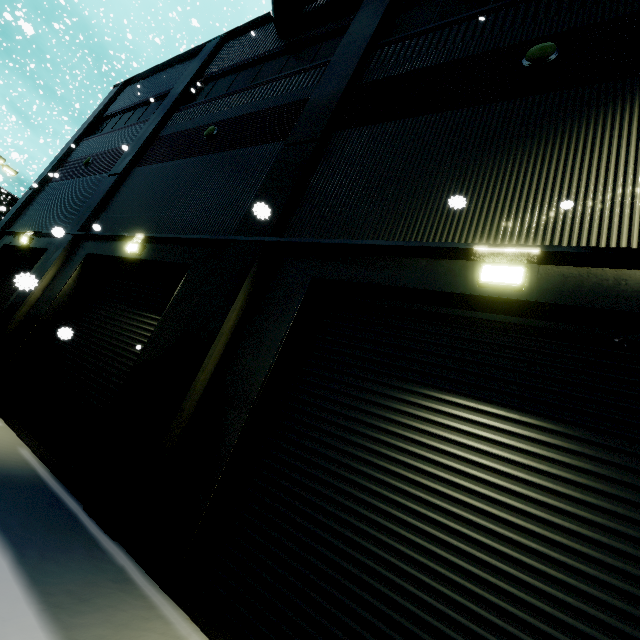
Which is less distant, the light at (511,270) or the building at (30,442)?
the light at (511,270)

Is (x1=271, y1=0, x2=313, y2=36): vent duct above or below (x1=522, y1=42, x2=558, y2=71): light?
above

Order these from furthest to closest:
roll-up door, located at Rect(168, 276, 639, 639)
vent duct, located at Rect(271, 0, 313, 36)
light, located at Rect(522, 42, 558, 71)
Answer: vent duct, located at Rect(271, 0, 313, 36) → light, located at Rect(522, 42, 558, 71) → roll-up door, located at Rect(168, 276, 639, 639)

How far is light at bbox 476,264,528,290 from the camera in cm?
354

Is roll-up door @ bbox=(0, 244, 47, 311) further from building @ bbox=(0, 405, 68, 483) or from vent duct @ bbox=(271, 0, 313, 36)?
vent duct @ bbox=(271, 0, 313, 36)

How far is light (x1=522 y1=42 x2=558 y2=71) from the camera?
4.9 meters

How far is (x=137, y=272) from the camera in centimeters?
830cm

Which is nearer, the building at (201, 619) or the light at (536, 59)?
the building at (201, 619)
